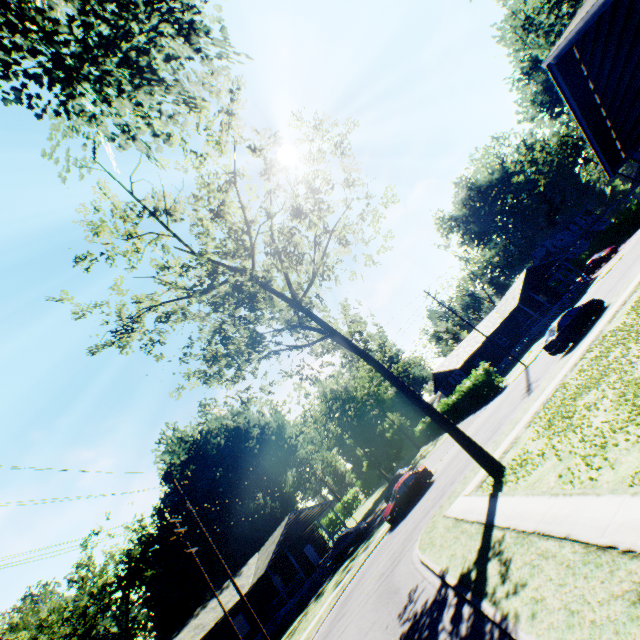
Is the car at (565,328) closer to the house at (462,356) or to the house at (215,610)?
the house at (462,356)

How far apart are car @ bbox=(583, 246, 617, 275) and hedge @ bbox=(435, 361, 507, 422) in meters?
24.3

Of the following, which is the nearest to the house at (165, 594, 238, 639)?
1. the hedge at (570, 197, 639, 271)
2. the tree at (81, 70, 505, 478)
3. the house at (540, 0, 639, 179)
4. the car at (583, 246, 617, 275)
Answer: the tree at (81, 70, 505, 478)

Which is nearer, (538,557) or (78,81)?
(538,557)

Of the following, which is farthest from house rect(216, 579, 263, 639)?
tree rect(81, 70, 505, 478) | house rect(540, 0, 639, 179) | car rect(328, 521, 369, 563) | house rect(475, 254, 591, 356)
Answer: house rect(540, 0, 639, 179)

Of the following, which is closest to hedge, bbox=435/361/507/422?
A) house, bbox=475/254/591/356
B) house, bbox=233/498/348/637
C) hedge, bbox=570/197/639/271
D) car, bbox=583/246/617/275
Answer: house, bbox=475/254/591/356

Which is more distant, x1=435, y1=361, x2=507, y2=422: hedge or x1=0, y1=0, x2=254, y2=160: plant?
x1=435, y1=361, x2=507, y2=422: hedge

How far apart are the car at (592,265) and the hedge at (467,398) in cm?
2426
